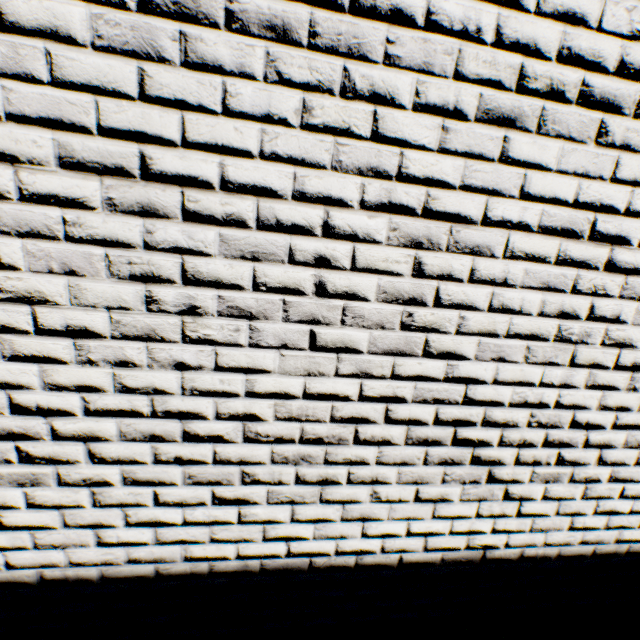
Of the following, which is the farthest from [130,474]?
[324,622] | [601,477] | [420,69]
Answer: [601,477]
